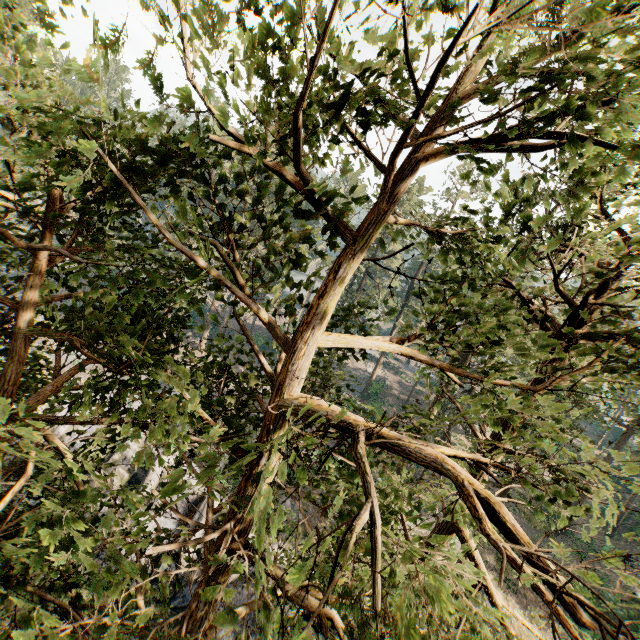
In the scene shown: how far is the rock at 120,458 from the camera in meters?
26.0 m

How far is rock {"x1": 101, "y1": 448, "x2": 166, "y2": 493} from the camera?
24.3 meters

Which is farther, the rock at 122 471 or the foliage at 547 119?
the rock at 122 471

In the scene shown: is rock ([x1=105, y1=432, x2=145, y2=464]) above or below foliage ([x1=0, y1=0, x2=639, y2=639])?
below

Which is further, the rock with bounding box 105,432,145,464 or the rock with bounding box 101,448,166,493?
the rock with bounding box 105,432,145,464

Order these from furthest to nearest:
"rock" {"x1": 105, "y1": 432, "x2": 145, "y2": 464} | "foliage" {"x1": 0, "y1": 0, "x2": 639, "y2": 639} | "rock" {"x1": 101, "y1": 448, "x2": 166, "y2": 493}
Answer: "rock" {"x1": 105, "y1": 432, "x2": 145, "y2": 464}
"rock" {"x1": 101, "y1": 448, "x2": 166, "y2": 493}
"foliage" {"x1": 0, "y1": 0, "x2": 639, "y2": 639}

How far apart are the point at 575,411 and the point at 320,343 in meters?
12.1 m
